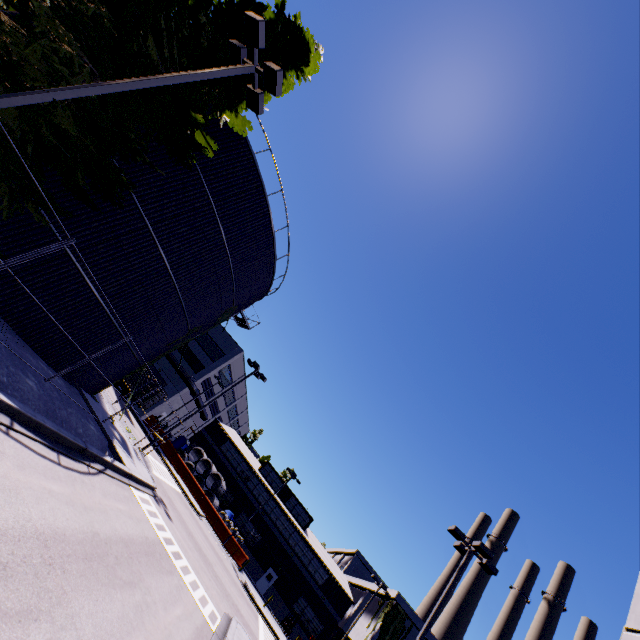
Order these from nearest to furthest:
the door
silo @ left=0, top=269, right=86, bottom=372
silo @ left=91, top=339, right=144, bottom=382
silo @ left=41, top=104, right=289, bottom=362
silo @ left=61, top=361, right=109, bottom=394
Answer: silo @ left=0, top=269, right=86, bottom=372, silo @ left=41, top=104, right=289, bottom=362, silo @ left=61, top=361, right=109, bottom=394, silo @ left=91, top=339, right=144, bottom=382, the door

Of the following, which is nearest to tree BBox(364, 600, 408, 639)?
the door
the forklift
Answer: the forklift

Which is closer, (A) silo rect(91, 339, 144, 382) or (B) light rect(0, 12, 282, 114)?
(B) light rect(0, 12, 282, 114)

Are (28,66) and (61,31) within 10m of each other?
yes

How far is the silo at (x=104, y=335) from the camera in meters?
11.9

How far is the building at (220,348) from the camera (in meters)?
43.97

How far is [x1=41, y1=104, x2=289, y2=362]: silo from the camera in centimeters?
1303cm

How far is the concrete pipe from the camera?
40.7m
